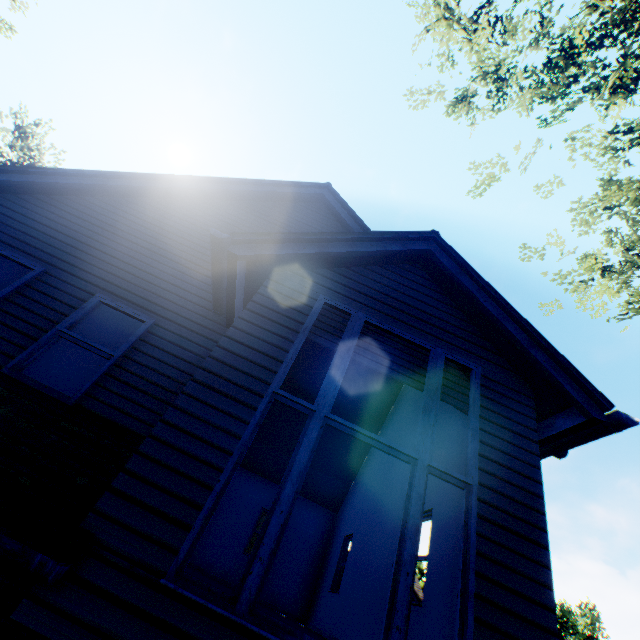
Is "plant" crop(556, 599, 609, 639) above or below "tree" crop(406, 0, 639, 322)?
above

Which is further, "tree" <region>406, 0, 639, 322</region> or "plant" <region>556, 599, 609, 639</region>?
"plant" <region>556, 599, 609, 639</region>

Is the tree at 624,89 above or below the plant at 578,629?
below

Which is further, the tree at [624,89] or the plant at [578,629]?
the plant at [578,629]

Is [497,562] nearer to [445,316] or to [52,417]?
[445,316]
